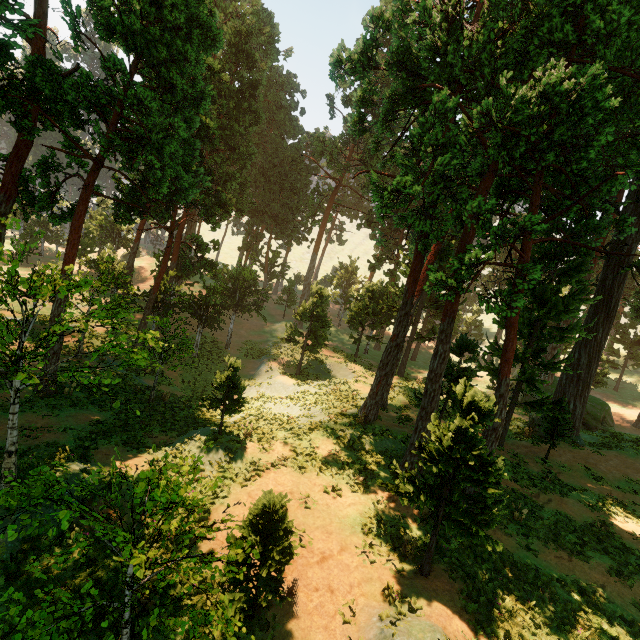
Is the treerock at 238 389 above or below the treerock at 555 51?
below

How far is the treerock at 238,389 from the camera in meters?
13.5 m

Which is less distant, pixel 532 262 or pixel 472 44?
pixel 472 44

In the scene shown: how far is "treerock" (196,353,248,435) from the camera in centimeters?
1352cm

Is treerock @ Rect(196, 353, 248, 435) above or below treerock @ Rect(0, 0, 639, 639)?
below

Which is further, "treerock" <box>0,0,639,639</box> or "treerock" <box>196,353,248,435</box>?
"treerock" <box>196,353,248,435</box>
